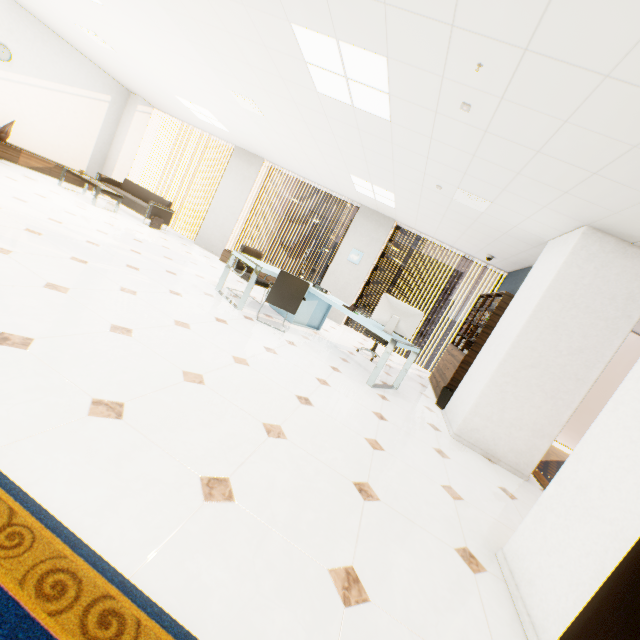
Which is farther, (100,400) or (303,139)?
(303,139)

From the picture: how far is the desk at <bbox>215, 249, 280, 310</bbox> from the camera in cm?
487

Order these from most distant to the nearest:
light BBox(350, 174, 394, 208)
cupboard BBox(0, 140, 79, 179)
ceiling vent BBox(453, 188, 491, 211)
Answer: cupboard BBox(0, 140, 79, 179), light BBox(350, 174, 394, 208), ceiling vent BBox(453, 188, 491, 211)

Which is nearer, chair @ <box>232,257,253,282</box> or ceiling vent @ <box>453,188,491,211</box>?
ceiling vent @ <box>453,188,491,211</box>

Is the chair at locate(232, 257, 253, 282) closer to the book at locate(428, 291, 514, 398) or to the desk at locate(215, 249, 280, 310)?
the desk at locate(215, 249, 280, 310)

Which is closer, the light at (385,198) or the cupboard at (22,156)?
the light at (385,198)

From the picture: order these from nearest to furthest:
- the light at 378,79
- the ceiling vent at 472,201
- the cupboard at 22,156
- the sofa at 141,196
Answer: the light at 378,79, the ceiling vent at 472,201, the cupboard at 22,156, the sofa at 141,196

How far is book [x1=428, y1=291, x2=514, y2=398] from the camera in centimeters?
537cm
